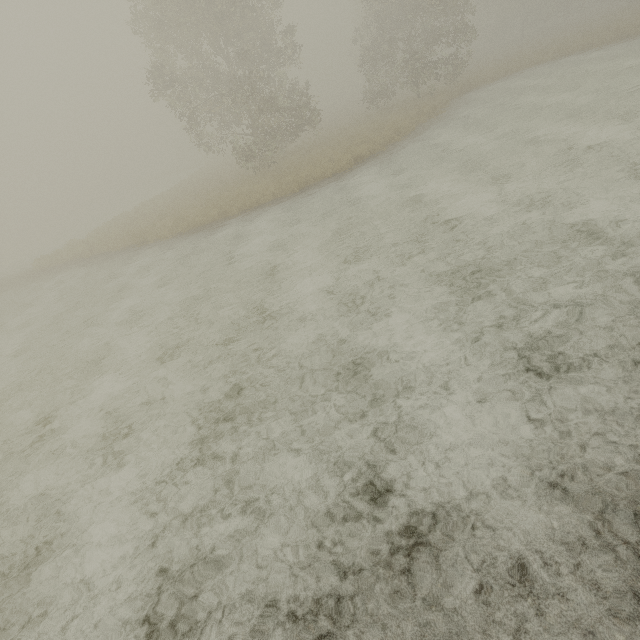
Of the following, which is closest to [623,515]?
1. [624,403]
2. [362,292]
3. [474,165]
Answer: [624,403]
